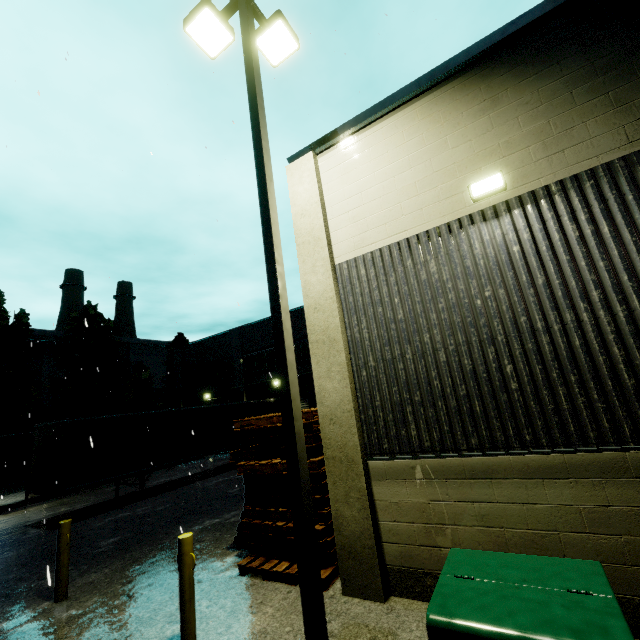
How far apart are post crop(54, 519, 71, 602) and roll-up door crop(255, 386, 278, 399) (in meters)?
17.01

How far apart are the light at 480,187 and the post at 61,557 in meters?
9.5

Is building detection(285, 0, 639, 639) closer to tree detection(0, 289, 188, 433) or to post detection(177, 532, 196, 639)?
tree detection(0, 289, 188, 433)

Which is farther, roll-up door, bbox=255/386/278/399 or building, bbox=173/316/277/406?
building, bbox=173/316/277/406

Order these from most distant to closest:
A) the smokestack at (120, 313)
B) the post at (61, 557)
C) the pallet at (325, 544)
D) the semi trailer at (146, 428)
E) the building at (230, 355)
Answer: the smokestack at (120, 313)
the building at (230, 355)
the semi trailer at (146, 428)
the post at (61, 557)
the pallet at (325, 544)

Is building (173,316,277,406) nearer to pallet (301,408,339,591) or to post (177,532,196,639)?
pallet (301,408,339,591)

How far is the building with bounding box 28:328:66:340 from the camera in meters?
37.7 m

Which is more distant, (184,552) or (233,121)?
(233,121)
